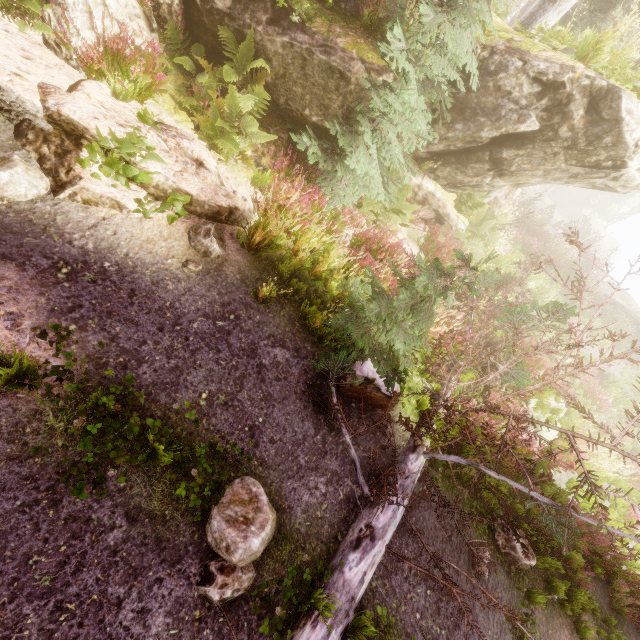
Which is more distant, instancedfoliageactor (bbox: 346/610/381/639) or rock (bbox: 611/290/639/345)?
rock (bbox: 611/290/639/345)

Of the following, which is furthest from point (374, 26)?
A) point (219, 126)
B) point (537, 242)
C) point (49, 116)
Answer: point (537, 242)

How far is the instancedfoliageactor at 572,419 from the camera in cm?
863

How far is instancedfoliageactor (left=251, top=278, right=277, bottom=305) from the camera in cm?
459

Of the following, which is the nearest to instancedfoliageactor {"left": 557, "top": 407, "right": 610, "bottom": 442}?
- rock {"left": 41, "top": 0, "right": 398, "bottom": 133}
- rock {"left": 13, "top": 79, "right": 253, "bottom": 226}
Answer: rock {"left": 41, "top": 0, "right": 398, "bottom": 133}

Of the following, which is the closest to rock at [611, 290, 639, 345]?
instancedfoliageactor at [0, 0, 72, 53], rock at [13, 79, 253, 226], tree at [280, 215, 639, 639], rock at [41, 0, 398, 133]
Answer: instancedfoliageactor at [0, 0, 72, 53]

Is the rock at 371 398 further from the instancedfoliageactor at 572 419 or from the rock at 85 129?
the rock at 85 129

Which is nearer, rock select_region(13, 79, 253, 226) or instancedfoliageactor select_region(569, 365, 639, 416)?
rock select_region(13, 79, 253, 226)
